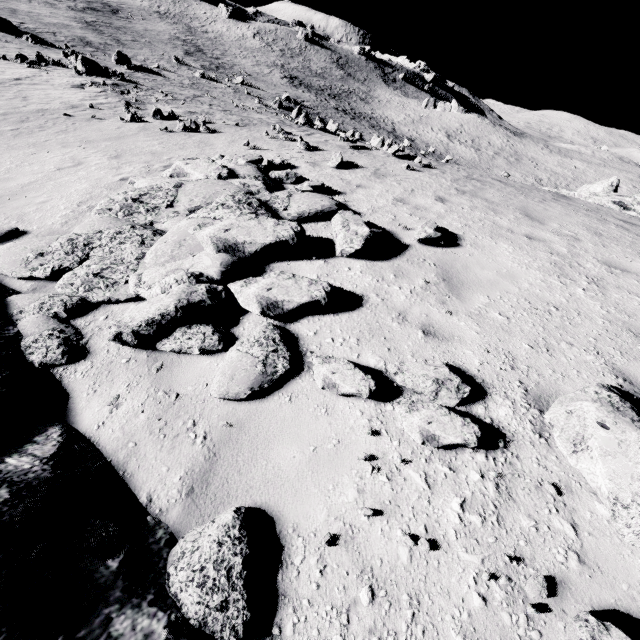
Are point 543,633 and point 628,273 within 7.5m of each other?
yes

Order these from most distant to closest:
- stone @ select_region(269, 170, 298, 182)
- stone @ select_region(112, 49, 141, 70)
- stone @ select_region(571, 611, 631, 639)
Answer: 1. stone @ select_region(112, 49, 141, 70)
2. stone @ select_region(269, 170, 298, 182)
3. stone @ select_region(571, 611, 631, 639)

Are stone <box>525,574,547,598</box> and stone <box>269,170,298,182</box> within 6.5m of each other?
no

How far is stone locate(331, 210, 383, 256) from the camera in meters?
5.1 m

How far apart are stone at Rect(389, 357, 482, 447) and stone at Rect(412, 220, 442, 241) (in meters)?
2.89

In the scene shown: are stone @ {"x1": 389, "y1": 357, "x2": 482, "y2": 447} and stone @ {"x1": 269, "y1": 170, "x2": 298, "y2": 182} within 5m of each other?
no

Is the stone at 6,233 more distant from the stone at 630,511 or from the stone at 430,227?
the stone at 630,511

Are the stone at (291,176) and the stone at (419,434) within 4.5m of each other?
no
